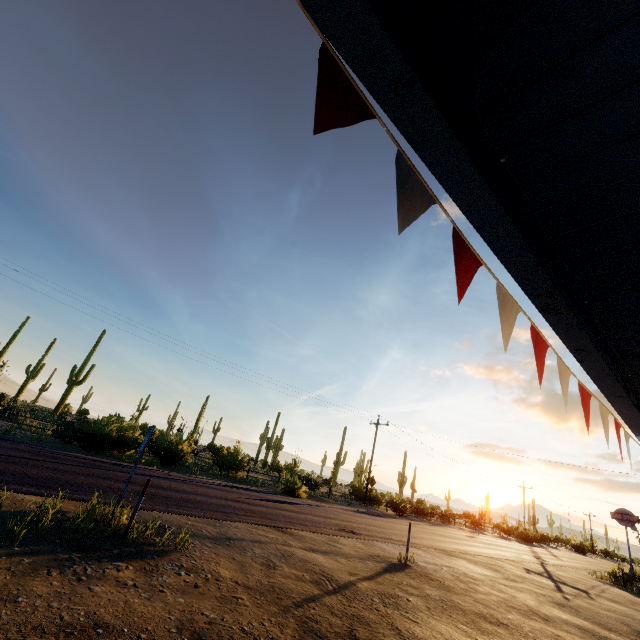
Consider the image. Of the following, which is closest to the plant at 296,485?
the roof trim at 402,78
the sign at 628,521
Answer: the sign at 628,521

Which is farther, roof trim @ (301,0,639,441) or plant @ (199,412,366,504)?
plant @ (199,412,366,504)

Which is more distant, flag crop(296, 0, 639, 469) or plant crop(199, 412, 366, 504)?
plant crop(199, 412, 366, 504)

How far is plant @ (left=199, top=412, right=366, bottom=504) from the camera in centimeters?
2136cm

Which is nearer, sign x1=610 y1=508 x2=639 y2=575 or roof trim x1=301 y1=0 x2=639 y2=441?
roof trim x1=301 y1=0 x2=639 y2=441

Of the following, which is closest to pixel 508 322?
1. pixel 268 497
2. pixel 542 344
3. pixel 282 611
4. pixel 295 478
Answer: pixel 542 344

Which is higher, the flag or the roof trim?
the roof trim
